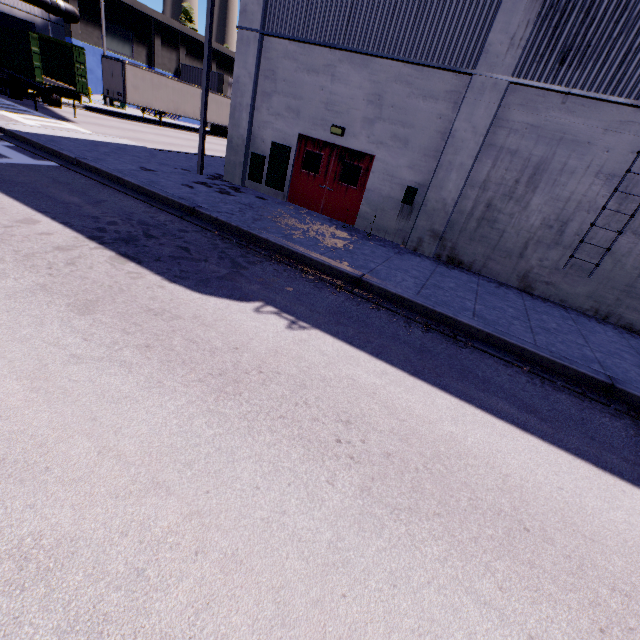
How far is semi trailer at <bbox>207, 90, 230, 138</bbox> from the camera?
32.41m

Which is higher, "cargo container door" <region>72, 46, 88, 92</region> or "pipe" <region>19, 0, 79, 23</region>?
"pipe" <region>19, 0, 79, 23</region>

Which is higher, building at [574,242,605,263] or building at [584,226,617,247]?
building at [584,226,617,247]

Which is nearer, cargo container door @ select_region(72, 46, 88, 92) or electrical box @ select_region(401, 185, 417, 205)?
electrical box @ select_region(401, 185, 417, 205)

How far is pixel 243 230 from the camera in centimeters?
814cm

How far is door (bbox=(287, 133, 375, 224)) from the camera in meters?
11.0

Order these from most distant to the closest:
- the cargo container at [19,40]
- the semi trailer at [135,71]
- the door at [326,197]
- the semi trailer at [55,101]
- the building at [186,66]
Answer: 1. the building at [186,66]
2. the semi trailer at [135,71]
3. the semi trailer at [55,101]
4. the cargo container at [19,40]
5. the door at [326,197]

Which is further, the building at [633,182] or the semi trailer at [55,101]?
the semi trailer at [55,101]
